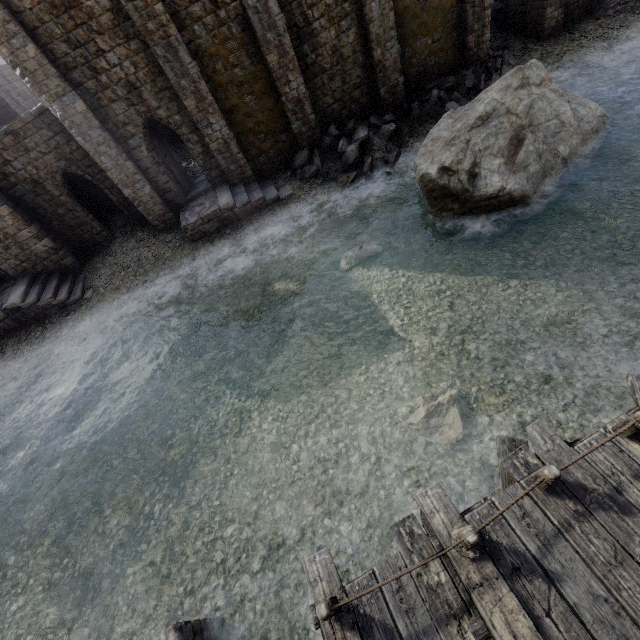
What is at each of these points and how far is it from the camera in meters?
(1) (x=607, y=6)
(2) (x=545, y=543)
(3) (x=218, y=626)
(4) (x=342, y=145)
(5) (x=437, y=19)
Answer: (1) rubble, 17.9 m
(2) building, 4.6 m
(3) building base, 7.0 m
(4) rubble, 16.5 m
(5) building, 15.8 m

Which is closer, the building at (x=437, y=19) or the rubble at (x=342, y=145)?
the building at (x=437, y=19)

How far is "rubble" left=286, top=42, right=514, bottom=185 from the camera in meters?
16.3 m

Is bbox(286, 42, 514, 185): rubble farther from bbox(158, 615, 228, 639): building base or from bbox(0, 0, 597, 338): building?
bbox(158, 615, 228, 639): building base

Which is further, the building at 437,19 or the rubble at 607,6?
the rubble at 607,6

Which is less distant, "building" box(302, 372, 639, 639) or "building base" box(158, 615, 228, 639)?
"building" box(302, 372, 639, 639)

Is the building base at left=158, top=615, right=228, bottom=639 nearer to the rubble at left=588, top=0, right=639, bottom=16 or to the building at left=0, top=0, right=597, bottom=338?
the building at left=0, top=0, right=597, bottom=338

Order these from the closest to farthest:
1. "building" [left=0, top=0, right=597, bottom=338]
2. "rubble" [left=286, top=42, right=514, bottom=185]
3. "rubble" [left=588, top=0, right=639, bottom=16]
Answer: "building" [left=0, top=0, right=597, bottom=338] < "rubble" [left=286, top=42, right=514, bottom=185] < "rubble" [left=588, top=0, right=639, bottom=16]
